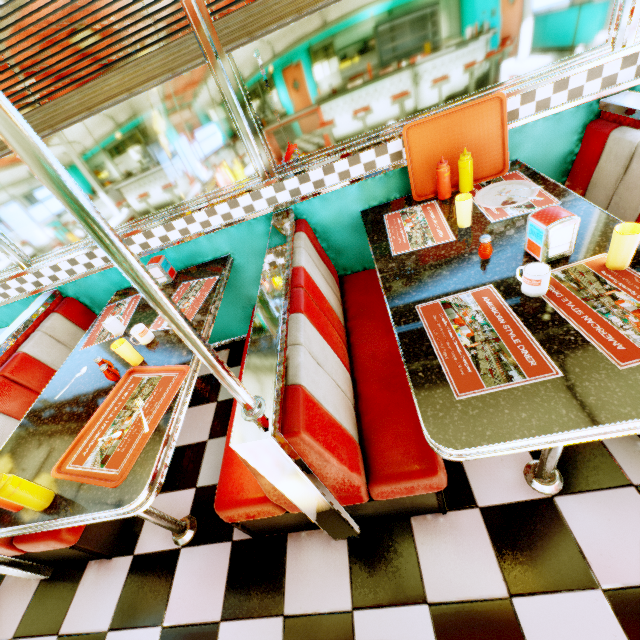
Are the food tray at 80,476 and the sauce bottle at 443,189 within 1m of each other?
no

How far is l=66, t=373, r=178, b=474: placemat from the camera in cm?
130

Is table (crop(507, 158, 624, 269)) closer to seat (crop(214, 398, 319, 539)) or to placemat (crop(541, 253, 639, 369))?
placemat (crop(541, 253, 639, 369))

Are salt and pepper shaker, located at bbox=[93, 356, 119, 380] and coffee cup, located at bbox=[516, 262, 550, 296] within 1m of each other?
no

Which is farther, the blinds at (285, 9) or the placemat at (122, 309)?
the placemat at (122, 309)

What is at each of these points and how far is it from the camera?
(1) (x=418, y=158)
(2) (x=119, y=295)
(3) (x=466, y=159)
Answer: (1) food tray, 1.90m
(2) table, 2.48m
(3) sauce bottle, 1.78m

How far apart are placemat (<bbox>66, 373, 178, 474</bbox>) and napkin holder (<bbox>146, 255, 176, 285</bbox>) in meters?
0.9

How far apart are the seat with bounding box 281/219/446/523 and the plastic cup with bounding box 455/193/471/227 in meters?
0.7
